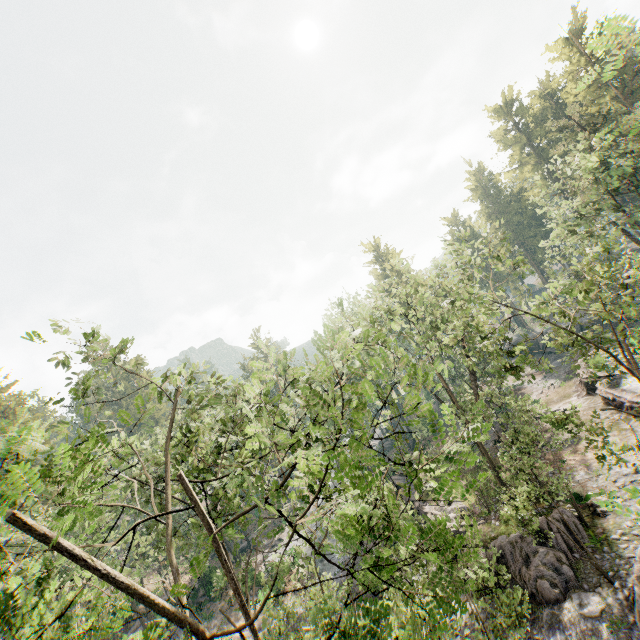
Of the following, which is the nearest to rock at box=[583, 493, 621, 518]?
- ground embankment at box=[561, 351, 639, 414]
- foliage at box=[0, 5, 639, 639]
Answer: foliage at box=[0, 5, 639, 639]

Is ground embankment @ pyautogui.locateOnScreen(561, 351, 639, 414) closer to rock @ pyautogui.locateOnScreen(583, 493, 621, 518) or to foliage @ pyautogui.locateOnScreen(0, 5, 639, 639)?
foliage @ pyautogui.locateOnScreen(0, 5, 639, 639)

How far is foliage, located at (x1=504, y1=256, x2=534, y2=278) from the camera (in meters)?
13.12

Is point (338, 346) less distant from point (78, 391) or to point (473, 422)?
point (78, 391)

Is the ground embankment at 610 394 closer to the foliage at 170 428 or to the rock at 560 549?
the foliage at 170 428

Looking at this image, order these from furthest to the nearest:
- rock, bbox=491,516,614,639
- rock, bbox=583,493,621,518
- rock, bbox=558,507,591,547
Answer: rock, bbox=583,493,621,518
rock, bbox=558,507,591,547
rock, bbox=491,516,614,639

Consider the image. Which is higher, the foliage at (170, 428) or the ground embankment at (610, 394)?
the foliage at (170, 428)
